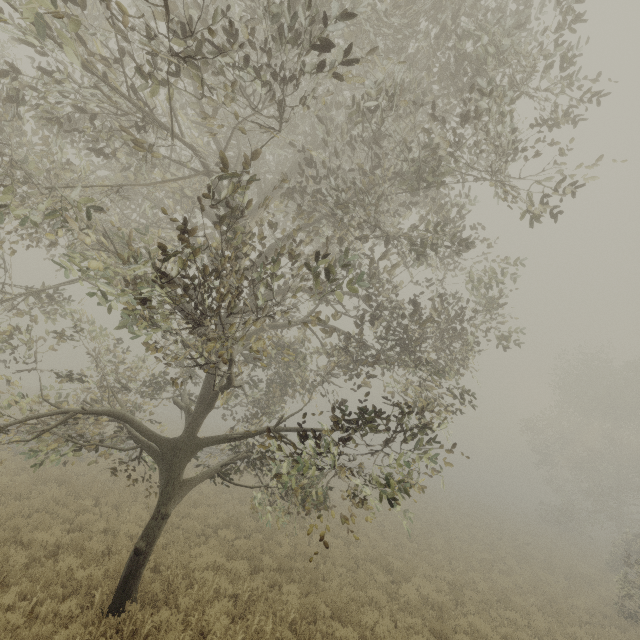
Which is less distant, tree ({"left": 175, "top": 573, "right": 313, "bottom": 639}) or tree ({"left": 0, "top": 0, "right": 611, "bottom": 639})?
tree ({"left": 0, "top": 0, "right": 611, "bottom": 639})

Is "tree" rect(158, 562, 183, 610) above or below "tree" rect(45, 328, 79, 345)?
below

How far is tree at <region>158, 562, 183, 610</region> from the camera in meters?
7.6 m

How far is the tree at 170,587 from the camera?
7.6m

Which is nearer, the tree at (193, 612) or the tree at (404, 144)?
the tree at (404, 144)

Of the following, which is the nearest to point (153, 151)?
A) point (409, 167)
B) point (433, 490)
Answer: point (409, 167)

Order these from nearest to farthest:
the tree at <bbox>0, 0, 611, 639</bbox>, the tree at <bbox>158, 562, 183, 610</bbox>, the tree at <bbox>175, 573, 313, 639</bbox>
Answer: the tree at <bbox>0, 0, 611, 639</bbox>
the tree at <bbox>175, 573, 313, 639</bbox>
the tree at <bbox>158, 562, 183, 610</bbox>
